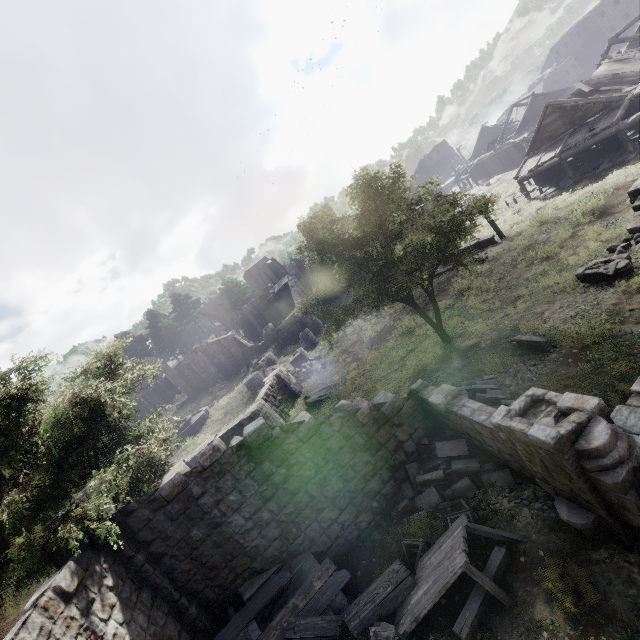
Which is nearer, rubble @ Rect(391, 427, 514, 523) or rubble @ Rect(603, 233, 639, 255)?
rubble @ Rect(391, 427, 514, 523)

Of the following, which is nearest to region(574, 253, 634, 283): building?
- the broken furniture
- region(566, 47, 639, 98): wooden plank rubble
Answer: the broken furniture

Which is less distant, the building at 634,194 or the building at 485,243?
the building at 634,194

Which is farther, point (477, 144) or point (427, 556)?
point (477, 144)

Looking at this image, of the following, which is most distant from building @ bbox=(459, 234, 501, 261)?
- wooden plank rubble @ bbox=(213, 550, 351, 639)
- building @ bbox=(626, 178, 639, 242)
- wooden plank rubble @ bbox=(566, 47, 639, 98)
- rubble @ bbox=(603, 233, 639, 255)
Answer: wooden plank rubble @ bbox=(213, 550, 351, 639)

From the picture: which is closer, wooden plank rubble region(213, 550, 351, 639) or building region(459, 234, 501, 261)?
wooden plank rubble region(213, 550, 351, 639)

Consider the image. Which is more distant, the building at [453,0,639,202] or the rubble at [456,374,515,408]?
the building at [453,0,639,202]

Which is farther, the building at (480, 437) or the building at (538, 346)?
the building at (538, 346)
